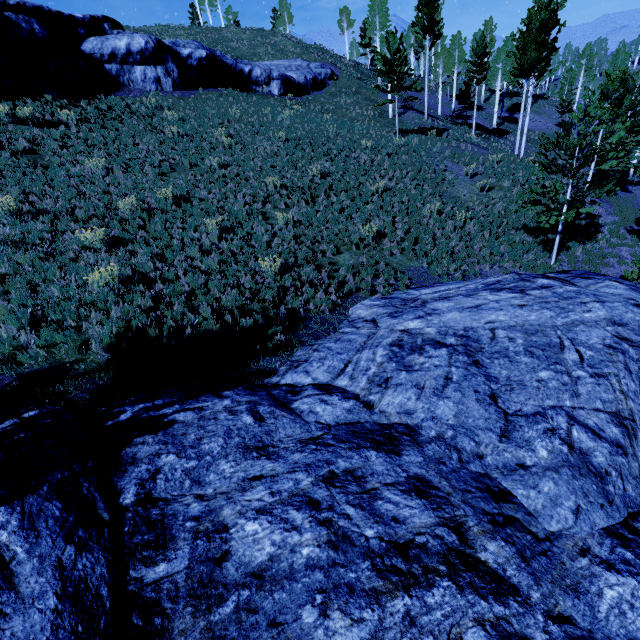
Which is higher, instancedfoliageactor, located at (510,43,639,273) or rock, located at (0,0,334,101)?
rock, located at (0,0,334,101)

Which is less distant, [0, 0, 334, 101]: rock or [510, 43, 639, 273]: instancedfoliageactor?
[510, 43, 639, 273]: instancedfoliageactor

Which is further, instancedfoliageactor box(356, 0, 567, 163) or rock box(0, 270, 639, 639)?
instancedfoliageactor box(356, 0, 567, 163)

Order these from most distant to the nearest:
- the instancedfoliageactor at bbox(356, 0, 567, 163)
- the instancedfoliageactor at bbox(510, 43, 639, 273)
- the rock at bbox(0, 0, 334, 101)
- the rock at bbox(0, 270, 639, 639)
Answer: the instancedfoliageactor at bbox(356, 0, 567, 163), the rock at bbox(0, 0, 334, 101), the instancedfoliageactor at bbox(510, 43, 639, 273), the rock at bbox(0, 270, 639, 639)

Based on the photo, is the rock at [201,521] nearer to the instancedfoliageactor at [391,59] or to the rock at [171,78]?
the instancedfoliageactor at [391,59]

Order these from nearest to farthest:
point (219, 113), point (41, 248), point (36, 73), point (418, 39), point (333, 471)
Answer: point (333, 471)
point (41, 248)
point (36, 73)
point (219, 113)
point (418, 39)

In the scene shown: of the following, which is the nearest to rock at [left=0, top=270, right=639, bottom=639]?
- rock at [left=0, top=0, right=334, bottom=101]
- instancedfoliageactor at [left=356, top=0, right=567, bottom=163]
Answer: instancedfoliageactor at [left=356, top=0, right=567, bottom=163]
